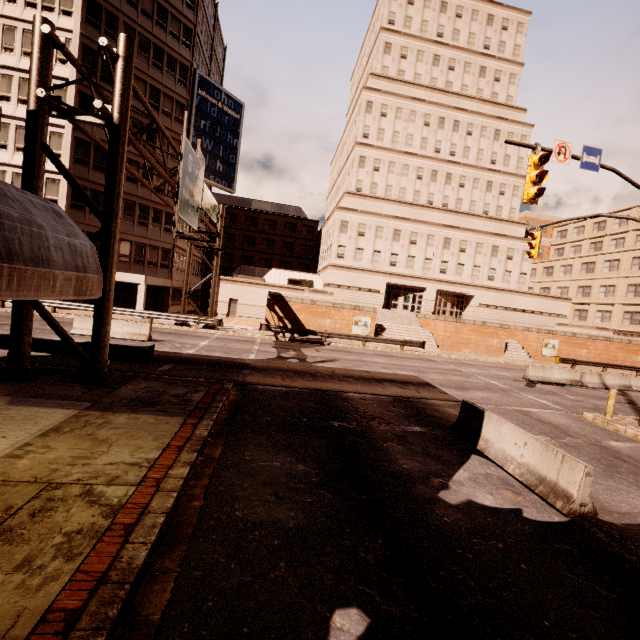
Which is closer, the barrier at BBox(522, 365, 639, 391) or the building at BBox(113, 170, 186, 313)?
the barrier at BBox(522, 365, 639, 391)

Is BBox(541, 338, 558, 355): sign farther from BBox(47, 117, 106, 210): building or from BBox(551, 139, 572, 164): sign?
BBox(47, 117, 106, 210): building

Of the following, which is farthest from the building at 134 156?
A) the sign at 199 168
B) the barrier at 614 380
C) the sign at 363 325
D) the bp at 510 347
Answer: the bp at 510 347

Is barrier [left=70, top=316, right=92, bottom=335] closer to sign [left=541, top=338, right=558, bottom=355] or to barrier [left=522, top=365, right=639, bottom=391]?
barrier [left=522, top=365, right=639, bottom=391]

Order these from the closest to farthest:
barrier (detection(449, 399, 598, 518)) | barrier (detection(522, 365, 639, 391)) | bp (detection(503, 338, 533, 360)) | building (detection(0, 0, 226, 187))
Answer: barrier (detection(449, 399, 598, 518)) → barrier (detection(522, 365, 639, 391)) → building (detection(0, 0, 226, 187)) → bp (detection(503, 338, 533, 360))

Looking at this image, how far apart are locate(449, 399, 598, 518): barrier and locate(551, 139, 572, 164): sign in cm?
871

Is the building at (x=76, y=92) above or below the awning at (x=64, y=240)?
above

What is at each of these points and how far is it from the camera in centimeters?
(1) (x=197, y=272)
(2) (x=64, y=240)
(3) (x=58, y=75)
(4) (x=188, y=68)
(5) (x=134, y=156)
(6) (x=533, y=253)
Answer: (1) building, 4603cm
(2) awning, 422cm
(3) building, 2588cm
(4) building, 3312cm
(5) building, 3027cm
(6) traffic light, 1928cm
